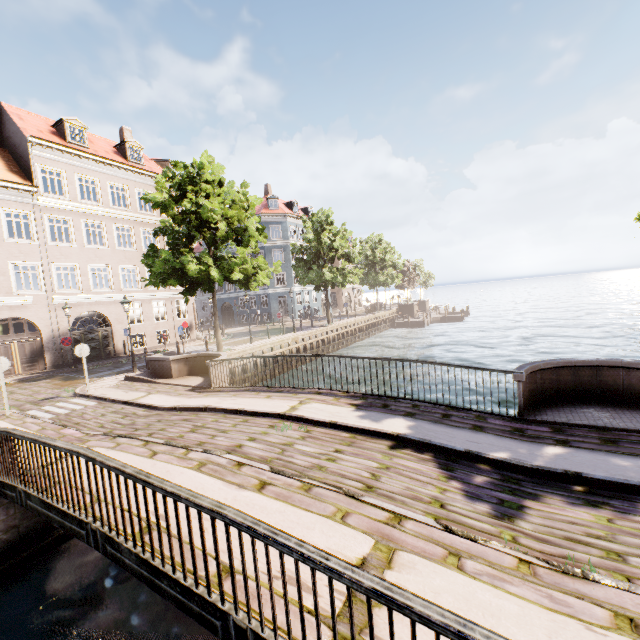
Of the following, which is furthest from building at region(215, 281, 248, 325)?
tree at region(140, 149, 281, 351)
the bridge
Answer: the bridge

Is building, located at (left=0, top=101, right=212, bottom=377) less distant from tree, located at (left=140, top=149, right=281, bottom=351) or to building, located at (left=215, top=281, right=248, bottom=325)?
tree, located at (left=140, top=149, right=281, bottom=351)

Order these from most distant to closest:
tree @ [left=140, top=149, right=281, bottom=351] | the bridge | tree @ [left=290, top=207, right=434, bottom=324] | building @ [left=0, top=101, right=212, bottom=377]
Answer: tree @ [left=290, top=207, right=434, bottom=324], building @ [left=0, top=101, right=212, bottom=377], tree @ [left=140, top=149, right=281, bottom=351], the bridge

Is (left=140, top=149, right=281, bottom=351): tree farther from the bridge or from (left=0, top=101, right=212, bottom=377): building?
(left=0, top=101, right=212, bottom=377): building

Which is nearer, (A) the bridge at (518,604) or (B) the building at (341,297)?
(A) the bridge at (518,604)

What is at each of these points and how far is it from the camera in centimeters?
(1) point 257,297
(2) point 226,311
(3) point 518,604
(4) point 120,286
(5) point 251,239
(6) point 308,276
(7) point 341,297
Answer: (1) building, 4247cm
(2) building, 4600cm
(3) bridge, 291cm
(4) building, 2341cm
(5) tree, 1722cm
(6) tree, 2903cm
(7) building, 5197cm

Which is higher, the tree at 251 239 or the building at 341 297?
the tree at 251 239
